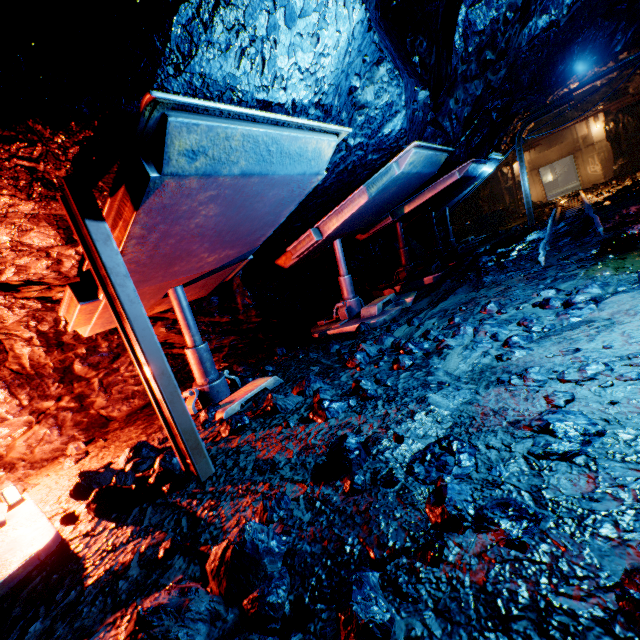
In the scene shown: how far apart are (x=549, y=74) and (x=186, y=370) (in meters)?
11.79

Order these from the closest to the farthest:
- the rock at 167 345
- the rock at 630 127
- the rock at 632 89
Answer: the rock at 167 345, the rock at 630 127, the rock at 632 89

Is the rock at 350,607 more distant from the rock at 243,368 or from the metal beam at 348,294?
the metal beam at 348,294

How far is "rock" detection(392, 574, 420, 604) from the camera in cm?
110

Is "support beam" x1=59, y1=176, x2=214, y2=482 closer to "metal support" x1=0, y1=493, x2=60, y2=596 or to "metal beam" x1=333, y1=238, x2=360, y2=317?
"metal support" x1=0, y1=493, x2=60, y2=596

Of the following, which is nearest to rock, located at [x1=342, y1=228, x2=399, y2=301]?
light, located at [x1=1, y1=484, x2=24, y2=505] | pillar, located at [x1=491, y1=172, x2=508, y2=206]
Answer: pillar, located at [x1=491, y1=172, x2=508, y2=206]

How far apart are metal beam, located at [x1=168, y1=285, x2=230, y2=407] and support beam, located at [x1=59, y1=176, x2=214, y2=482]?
1.4 meters

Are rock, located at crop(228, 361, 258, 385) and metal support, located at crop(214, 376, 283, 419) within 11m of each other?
yes
